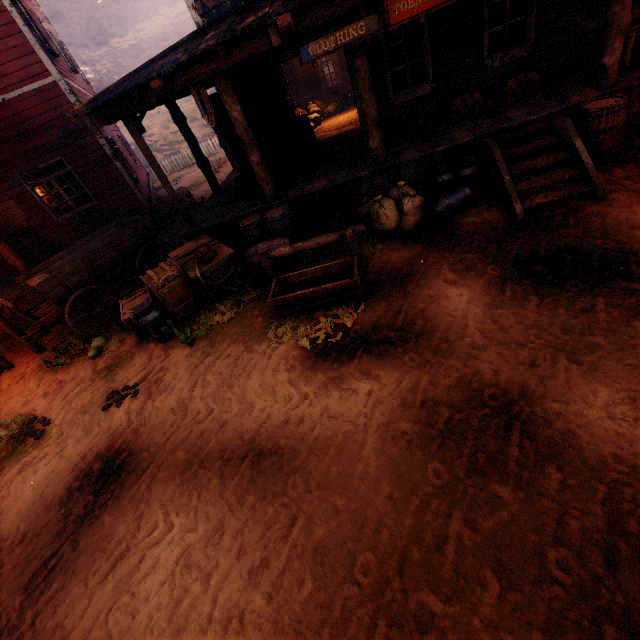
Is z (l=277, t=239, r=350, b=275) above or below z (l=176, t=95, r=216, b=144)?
below

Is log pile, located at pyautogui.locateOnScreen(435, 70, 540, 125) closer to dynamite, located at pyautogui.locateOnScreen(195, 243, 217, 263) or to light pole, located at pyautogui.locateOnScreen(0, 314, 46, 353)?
dynamite, located at pyautogui.locateOnScreen(195, 243, 217, 263)

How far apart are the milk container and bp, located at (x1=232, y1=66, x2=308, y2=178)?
3.32m

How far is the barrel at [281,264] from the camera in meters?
6.5

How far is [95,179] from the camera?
10.55m

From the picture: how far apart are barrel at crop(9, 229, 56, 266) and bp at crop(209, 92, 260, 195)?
7.5 meters

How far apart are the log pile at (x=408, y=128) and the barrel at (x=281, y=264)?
3.1 meters

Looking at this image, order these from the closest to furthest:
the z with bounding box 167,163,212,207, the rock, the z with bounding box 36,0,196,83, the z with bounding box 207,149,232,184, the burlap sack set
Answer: the burlap sack set < the z with bounding box 167,163,212,207 < the z with bounding box 207,149,232,184 < the rock < the z with bounding box 36,0,196,83
